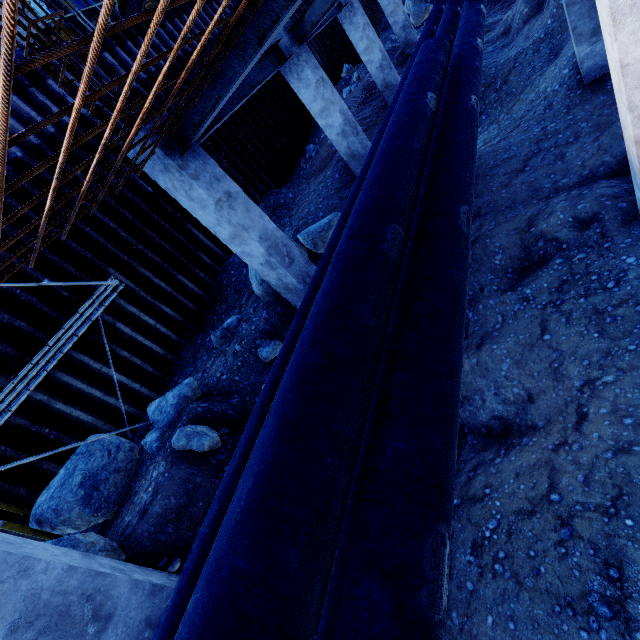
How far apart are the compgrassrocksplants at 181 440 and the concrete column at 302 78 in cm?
750

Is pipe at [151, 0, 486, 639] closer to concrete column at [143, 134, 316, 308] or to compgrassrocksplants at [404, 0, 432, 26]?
concrete column at [143, 134, 316, 308]

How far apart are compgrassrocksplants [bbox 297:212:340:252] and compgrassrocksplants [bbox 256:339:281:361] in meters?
2.4 m

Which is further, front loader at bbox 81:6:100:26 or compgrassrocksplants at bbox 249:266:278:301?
front loader at bbox 81:6:100:26

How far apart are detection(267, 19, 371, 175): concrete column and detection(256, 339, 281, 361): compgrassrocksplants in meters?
5.6 m

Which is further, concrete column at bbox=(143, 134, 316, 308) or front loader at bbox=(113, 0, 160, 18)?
front loader at bbox=(113, 0, 160, 18)

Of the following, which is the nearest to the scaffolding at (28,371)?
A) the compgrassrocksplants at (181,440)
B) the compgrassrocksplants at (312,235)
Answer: the compgrassrocksplants at (181,440)

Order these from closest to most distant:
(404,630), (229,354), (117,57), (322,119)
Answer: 1. (404,630)
2. (229,354)
3. (322,119)
4. (117,57)
